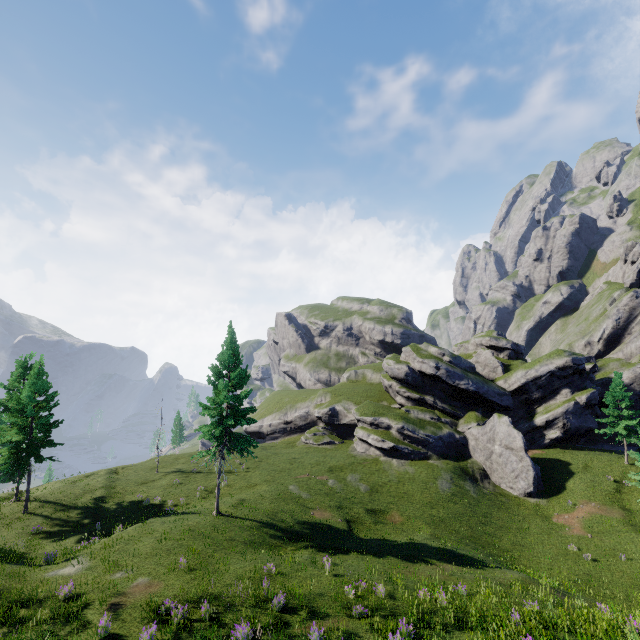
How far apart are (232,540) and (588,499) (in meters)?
36.53
